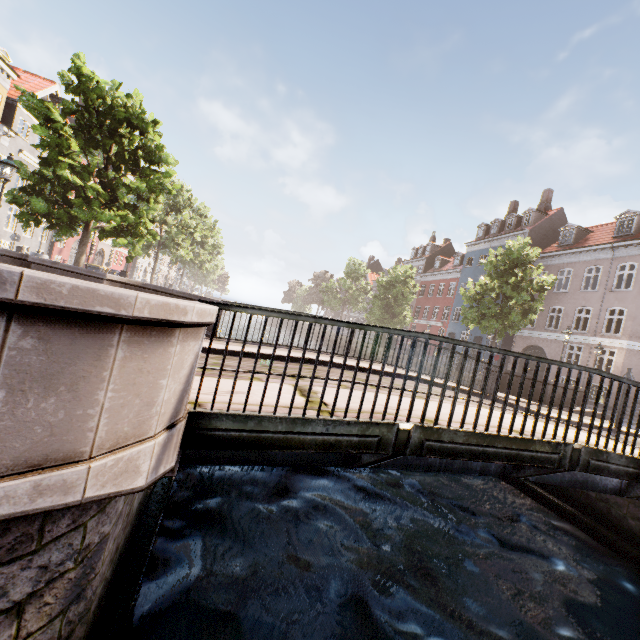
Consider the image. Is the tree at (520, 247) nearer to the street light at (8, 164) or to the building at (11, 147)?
the street light at (8, 164)

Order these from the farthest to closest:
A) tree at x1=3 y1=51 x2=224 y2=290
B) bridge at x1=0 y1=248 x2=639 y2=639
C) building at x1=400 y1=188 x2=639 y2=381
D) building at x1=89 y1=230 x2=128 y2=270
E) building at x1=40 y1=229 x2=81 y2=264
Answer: building at x1=89 y1=230 x2=128 y2=270
building at x1=40 y1=229 x2=81 y2=264
building at x1=400 y1=188 x2=639 y2=381
tree at x1=3 y1=51 x2=224 y2=290
bridge at x1=0 y1=248 x2=639 y2=639

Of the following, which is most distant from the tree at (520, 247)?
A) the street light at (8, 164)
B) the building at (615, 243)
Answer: the building at (615, 243)

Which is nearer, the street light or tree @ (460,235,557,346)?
the street light

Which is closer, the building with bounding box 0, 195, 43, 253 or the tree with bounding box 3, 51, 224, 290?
the tree with bounding box 3, 51, 224, 290

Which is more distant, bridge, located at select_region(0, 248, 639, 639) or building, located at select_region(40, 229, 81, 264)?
building, located at select_region(40, 229, 81, 264)

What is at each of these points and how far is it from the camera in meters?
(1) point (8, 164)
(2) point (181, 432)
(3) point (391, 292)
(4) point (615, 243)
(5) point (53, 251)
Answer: (1) street light, 9.8
(2) bridge, 2.6
(3) tree, 31.9
(4) building, 21.6
(5) building, 26.7
